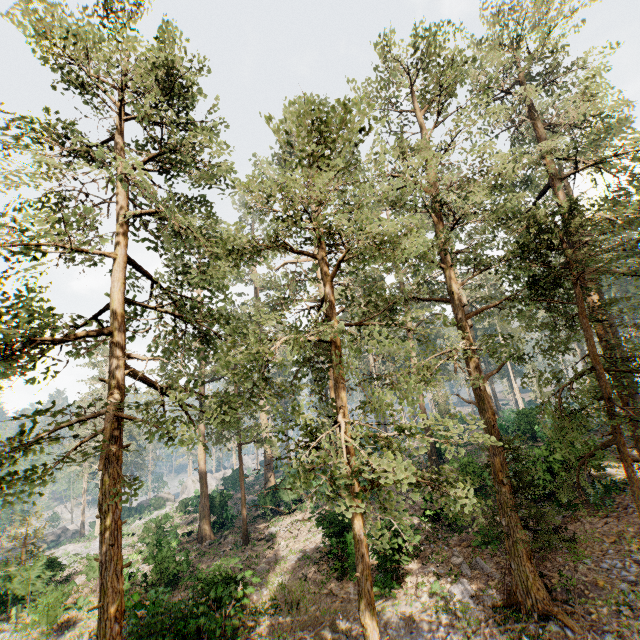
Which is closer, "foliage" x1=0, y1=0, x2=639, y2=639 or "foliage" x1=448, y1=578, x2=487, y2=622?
"foliage" x1=0, y1=0, x2=639, y2=639

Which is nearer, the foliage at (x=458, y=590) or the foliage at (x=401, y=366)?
the foliage at (x=401, y=366)

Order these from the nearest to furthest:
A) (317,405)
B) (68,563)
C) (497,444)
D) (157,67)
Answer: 1. (497,444)
2. (157,67)
3. (68,563)
4. (317,405)

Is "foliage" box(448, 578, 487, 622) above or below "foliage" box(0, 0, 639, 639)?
below

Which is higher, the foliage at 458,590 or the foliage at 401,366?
the foliage at 401,366

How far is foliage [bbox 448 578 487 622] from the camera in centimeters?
1277cm
